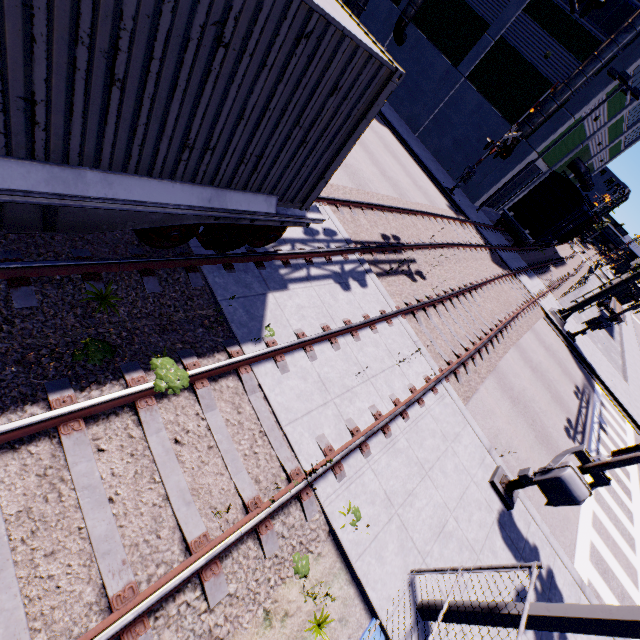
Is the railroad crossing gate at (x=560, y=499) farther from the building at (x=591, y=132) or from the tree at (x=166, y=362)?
the tree at (x=166, y=362)

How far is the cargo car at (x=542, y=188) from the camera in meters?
21.3 m

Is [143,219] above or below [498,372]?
above

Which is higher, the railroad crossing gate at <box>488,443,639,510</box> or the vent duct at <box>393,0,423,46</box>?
the vent duct at <box>393,0,423,46</box>

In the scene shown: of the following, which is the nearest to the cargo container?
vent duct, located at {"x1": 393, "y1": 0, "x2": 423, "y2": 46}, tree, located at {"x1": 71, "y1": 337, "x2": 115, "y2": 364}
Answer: tree, located at {"x1": 71, "y1": 337, "x2": 115, "y2": 364}

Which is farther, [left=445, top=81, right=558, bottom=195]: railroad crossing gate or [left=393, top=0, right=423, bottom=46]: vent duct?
[left=393, top=0, right=423, bottom=46]: vent duct

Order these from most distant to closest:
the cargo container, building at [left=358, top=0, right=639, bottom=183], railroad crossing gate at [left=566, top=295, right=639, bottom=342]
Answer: building at [left=358, top=0, right=639, bottom=183]
railroad crossing gate at [left=566, top=295, right=639, bottom=342]
the cargo container

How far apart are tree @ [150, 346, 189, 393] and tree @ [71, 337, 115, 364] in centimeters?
57cm
